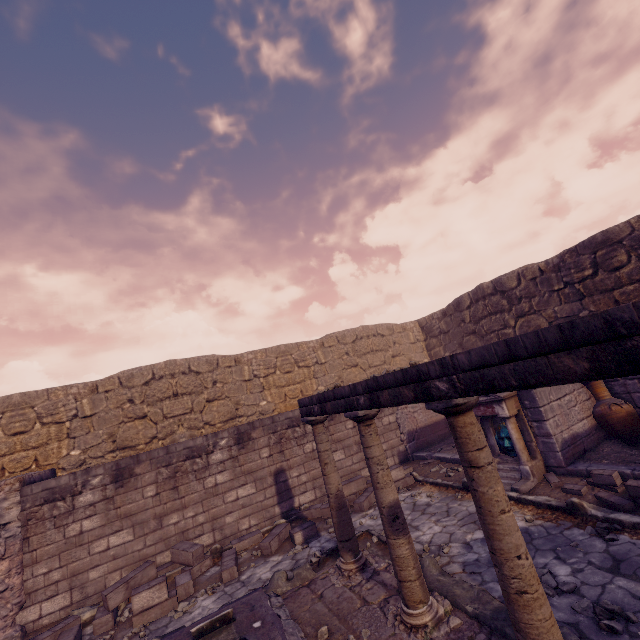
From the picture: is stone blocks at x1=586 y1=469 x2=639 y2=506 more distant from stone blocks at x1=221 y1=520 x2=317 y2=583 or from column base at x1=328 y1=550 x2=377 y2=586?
stone blocks at x1=221 y1=520 x2=317 y2=583

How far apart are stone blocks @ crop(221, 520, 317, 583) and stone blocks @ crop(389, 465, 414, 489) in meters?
2.2

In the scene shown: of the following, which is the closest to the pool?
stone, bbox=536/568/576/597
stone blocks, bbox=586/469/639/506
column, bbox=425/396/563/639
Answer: column, bbox=425/396/563/639

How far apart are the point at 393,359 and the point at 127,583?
Answer: 11.4m

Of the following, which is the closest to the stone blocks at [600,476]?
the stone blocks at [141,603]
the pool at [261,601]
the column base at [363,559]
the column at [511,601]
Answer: the column at [511,601]

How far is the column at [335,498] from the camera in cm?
511

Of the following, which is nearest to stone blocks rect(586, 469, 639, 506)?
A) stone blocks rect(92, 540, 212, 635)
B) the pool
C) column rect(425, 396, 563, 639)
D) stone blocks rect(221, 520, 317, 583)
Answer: column rect(425, 396, 563, 639)

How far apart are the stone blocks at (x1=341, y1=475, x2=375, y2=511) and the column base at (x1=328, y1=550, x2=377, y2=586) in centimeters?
264cm
